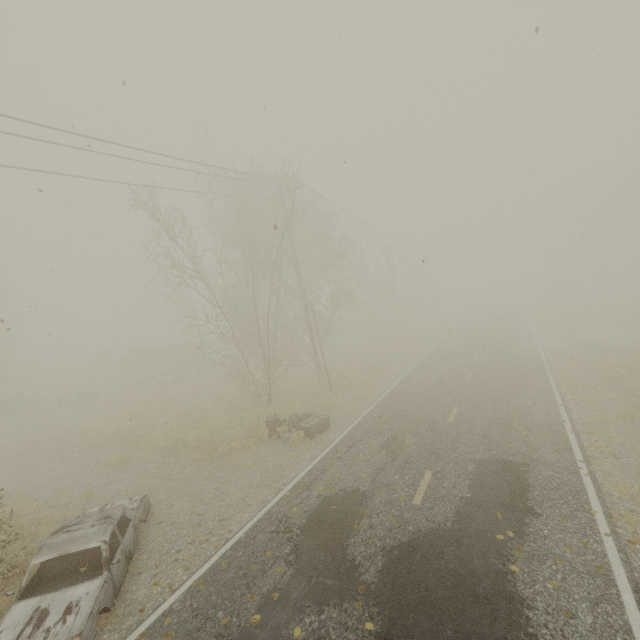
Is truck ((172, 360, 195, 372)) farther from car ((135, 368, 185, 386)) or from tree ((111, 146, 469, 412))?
tree ((111, 146, 469, 412))

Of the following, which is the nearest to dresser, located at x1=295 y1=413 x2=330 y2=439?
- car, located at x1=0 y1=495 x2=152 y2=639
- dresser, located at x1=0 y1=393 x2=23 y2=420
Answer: car, located at x1=0 y1=495 x2=152 y2=639

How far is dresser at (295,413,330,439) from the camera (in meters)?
12.67

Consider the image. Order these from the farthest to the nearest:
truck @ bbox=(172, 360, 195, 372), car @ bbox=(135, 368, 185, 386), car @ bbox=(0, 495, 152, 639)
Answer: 1. truck @ bbox=(172, 360, 195, 372)
2. car @ bbox=(135, 368, 185, 386)
3. car @ bbox=(0, 495, 152, 639)

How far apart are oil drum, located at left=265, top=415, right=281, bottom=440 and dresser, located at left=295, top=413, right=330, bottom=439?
0.5m

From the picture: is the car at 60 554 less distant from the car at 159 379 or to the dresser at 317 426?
the dresser at 317 426

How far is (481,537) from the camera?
6.6 meters

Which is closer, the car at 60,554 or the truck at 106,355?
the car at 60,554
